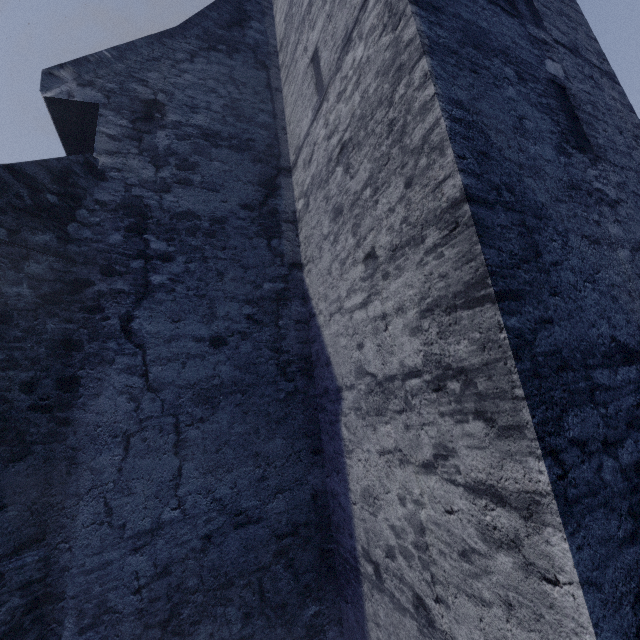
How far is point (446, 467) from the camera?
1.9 meters
